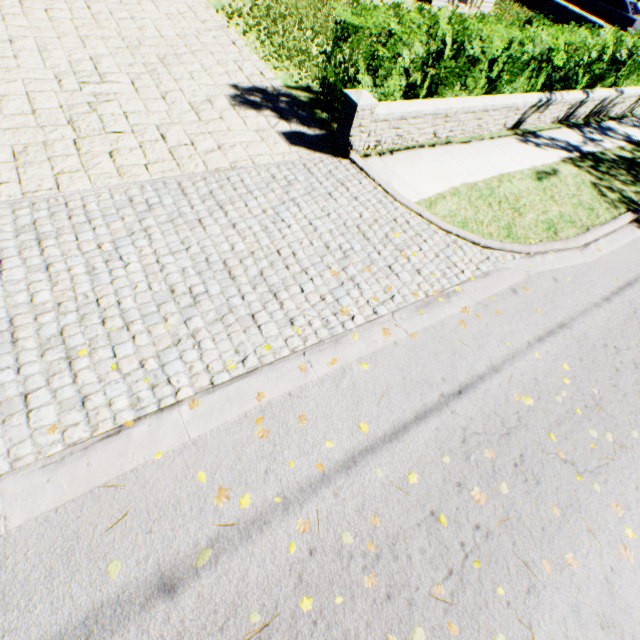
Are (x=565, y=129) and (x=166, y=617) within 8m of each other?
no

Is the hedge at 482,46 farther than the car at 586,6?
No

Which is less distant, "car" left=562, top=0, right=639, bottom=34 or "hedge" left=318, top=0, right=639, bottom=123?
"hedge" left=318, top=0, right=639, bottom=123
